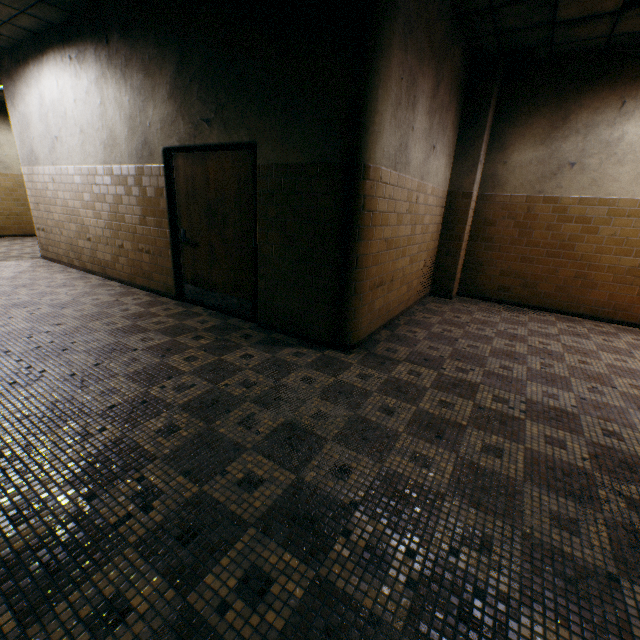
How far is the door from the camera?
4.0m

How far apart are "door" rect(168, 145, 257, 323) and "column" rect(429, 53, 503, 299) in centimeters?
375cm

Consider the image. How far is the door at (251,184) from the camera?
3.96m

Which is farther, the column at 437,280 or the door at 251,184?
the column at 437,280

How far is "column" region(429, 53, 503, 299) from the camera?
5.2m

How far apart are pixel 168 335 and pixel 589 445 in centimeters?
422cm

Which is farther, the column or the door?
the column
